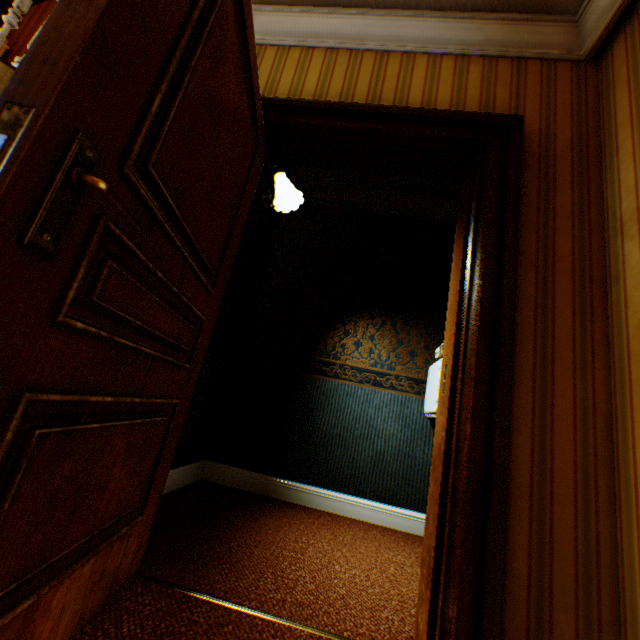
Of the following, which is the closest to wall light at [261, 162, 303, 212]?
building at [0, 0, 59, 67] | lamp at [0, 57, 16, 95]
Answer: building at [0, 0, 59, 67]

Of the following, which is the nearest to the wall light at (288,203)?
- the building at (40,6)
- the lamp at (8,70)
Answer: the building at (40,6)

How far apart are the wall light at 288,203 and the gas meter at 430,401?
1.6m

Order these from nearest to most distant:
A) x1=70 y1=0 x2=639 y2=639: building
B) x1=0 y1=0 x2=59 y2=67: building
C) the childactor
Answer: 1. the childactor
2. x1=70 y1=0 x2=639 y2=639: building
3. x1=0 y1=0 x2=59 y2=67: building

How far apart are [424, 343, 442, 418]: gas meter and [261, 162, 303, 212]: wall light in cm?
165

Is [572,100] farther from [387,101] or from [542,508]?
[542,508]

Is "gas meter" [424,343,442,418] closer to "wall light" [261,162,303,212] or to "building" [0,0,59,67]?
"building" [0,0,59,67]

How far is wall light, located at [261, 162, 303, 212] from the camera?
2.7 meters
